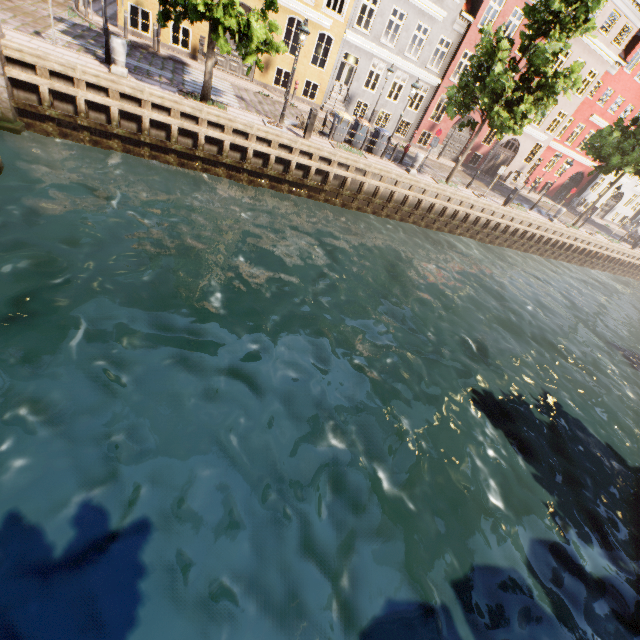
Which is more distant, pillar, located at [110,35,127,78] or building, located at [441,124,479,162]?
building, located at [441,124,479,162]

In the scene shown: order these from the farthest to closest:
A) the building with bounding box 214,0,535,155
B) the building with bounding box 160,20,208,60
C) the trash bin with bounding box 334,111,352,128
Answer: the building with bounding box 214,0,535,155, the building with bounding box 160,20,208,60, the trash bin with bounding box 334,111,352,128

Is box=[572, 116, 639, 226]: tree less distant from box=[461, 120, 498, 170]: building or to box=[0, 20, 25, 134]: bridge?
box=[0, 20, 25, 134]: bridge

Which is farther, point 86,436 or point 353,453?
point 353,453

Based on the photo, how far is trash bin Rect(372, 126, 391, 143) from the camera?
17.4 meters

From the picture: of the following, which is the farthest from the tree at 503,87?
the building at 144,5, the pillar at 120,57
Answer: the building at 144,5

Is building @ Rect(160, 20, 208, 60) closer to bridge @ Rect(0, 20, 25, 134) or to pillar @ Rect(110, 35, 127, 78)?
pillar @ Rect(110, 35, 127, 78)

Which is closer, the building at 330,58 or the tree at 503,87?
the tree at 503,87
